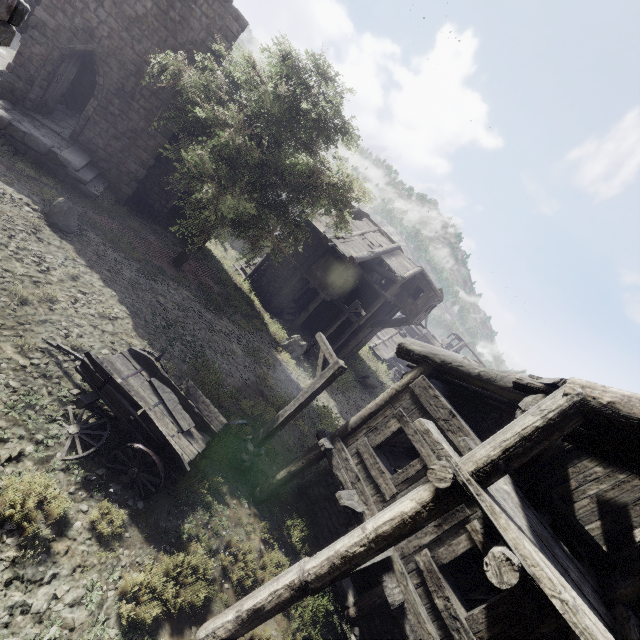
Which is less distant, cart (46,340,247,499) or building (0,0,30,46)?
building (0,0,30,46)

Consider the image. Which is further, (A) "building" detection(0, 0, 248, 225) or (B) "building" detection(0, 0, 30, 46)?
(A) "building" detection(0, 0, 248, 225)

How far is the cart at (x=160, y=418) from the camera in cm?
626

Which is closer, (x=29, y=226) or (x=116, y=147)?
(x=29, y=226)

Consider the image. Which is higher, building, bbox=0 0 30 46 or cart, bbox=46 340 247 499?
building, bbox=0 0 30 46

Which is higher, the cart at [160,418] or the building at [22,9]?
the building at [22,9]

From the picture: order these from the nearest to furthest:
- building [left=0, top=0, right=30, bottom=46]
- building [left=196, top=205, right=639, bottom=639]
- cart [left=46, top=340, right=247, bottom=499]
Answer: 1. building [left=196, top=205, right=639, bottom=639]
2. building [left=0, top=0, right=30, bottom=46]
3. cart [left=46, top=340, right=247, bottom=499]

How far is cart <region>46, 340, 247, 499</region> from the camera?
6.3 meters
